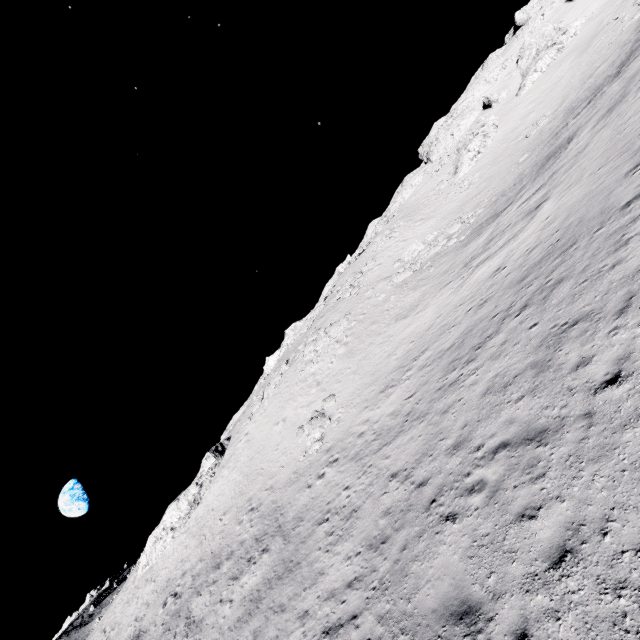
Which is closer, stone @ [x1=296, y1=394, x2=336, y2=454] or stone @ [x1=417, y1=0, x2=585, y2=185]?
stone @ [x1=296, y1=394, x2=336, y2=454]

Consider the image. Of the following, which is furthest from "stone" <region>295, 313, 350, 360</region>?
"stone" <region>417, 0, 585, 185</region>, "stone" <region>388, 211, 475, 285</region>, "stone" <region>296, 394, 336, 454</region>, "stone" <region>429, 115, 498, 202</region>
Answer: "stone" <region>417, 0, 585, 185</region>

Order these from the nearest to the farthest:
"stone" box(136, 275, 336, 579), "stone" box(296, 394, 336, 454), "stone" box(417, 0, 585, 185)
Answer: "stone" box(296, 394, 336, 454) → "stone" box(136, 275, 336, 579) → "stone" box(417, 0, 585, 185)

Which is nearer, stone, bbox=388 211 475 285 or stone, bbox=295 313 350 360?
stone, bbox=388 211 475 285

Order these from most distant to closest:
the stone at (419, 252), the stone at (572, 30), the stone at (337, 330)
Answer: the stone at (572, 30), the stone at (337, 330), the stone at (419, 252)

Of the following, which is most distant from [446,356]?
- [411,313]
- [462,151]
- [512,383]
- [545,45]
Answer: [545,45]

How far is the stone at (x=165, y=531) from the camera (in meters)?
33.34

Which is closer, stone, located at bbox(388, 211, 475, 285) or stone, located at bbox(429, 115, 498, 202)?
stone, located at bbox(388, 211, 475, 285)
